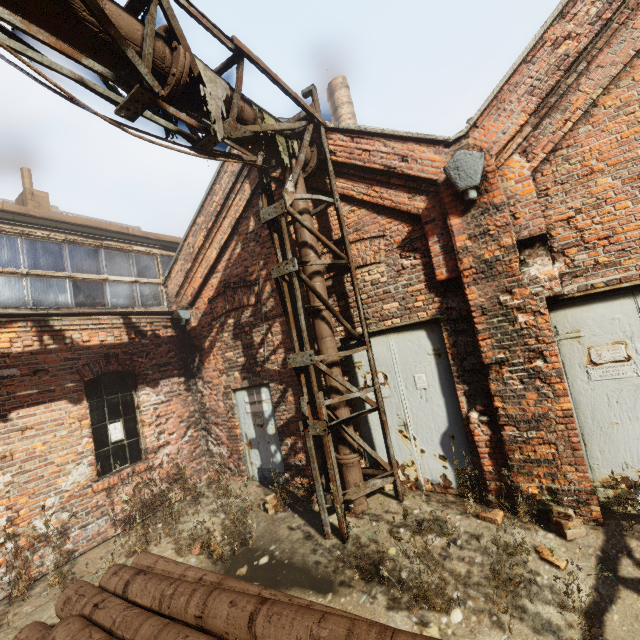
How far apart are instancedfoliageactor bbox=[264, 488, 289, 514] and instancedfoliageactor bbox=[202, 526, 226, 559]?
0.9 meters

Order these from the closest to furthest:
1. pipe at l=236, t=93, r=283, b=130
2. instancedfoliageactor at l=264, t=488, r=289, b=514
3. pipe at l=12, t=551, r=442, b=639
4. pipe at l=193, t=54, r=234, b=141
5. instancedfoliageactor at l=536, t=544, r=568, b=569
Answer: pipe at l=12, t=551, r=442, b=639
instancedfoliageactor at l=536, t=544, r=568, b=569
pipe at l=193, t=54, r=234, b=141
pipe at l=236, t=93, r=283, b=130
instancedfoliageactor at l=264, t=488, r=289, b=514

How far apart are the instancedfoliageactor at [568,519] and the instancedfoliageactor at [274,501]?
3.6 meters

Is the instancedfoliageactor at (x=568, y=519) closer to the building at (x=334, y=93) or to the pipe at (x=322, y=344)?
the pipe at (x=322, y=344)

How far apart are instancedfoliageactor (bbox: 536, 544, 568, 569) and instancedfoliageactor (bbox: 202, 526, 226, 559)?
4.2 meters

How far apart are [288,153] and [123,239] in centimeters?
575cm

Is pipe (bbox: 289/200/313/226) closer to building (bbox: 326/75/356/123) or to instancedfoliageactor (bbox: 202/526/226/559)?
instancedfoliageactor (bbox: 202/526/226/559)

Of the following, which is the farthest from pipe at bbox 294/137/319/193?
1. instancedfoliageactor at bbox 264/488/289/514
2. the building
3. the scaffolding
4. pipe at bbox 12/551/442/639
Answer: the building
